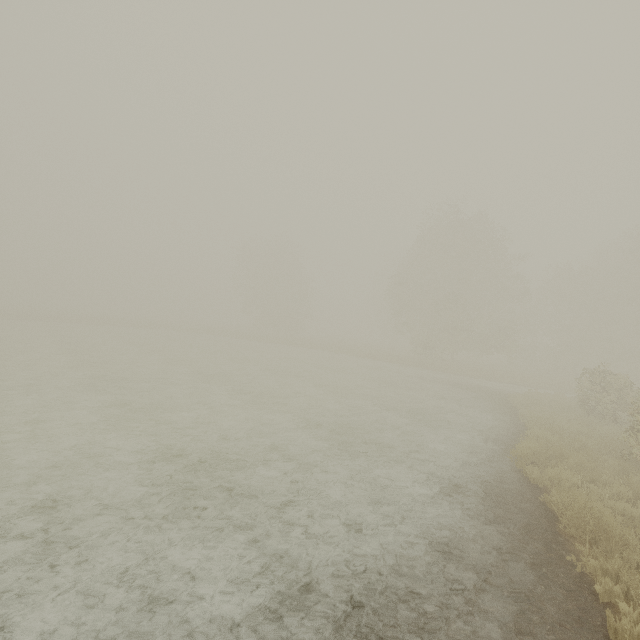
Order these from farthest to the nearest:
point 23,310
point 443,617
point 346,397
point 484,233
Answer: point 23,310, point 484,233, point 346,397, point 443,617
